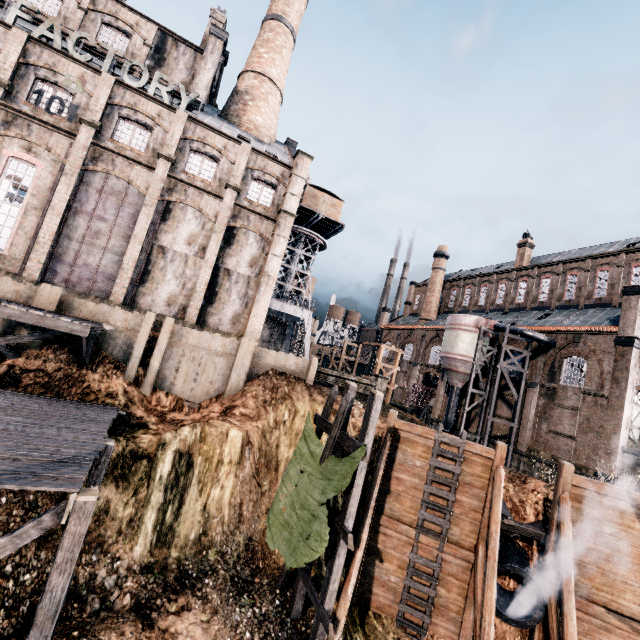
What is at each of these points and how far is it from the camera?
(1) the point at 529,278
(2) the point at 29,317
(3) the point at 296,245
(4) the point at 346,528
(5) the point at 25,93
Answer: (1) building, 42.28m
(2) wooden platform, 13.86m
(3) crane, 43.47m
(4) wooden scaffolding, 11.23m
(5) building, 19.06m

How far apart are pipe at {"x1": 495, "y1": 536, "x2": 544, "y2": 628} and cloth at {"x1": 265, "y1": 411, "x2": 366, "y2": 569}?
6.5m

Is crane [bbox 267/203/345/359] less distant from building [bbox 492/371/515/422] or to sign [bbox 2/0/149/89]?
building [bbox 492/371/515/422]

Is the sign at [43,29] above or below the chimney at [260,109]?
below

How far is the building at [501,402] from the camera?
33.8m

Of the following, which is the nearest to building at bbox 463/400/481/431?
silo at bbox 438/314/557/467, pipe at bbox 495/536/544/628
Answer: silo at bbox 438/314/557/467

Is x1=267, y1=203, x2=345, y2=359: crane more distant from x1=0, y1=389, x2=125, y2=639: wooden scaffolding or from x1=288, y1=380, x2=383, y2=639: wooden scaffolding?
x1=288, y1=380, x2=383, y2=639: wooden scaffolding

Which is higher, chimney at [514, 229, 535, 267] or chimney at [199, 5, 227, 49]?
chimney at [199, 5, 227, 49]
